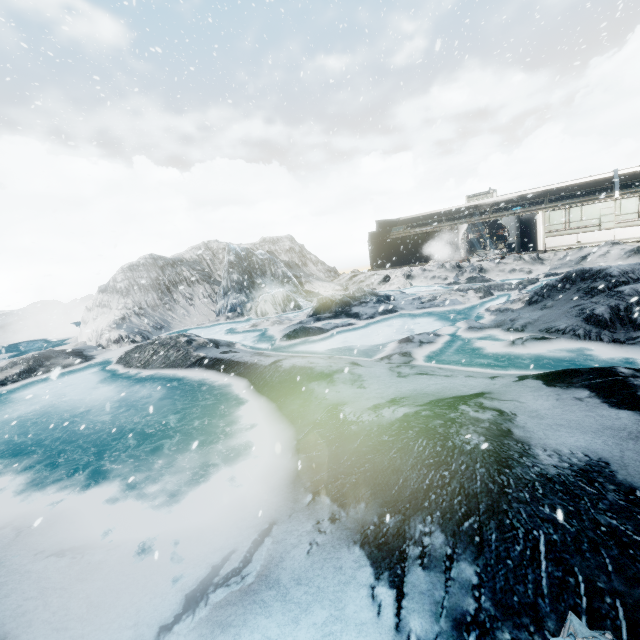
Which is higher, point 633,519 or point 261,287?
point 261,287
